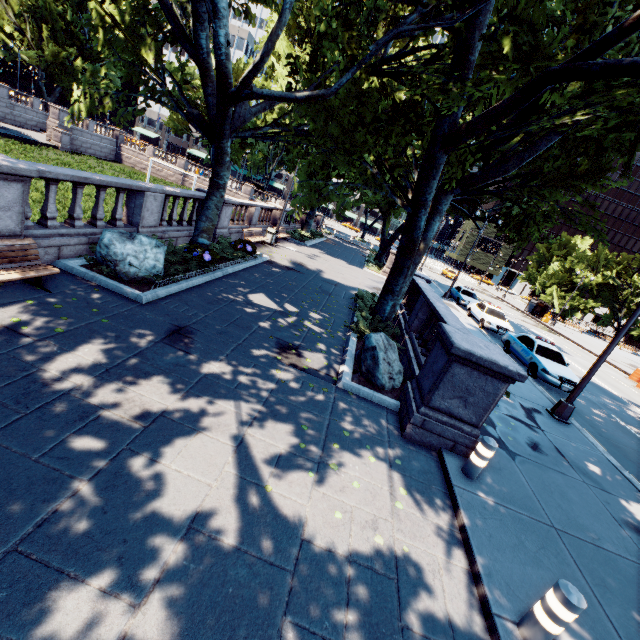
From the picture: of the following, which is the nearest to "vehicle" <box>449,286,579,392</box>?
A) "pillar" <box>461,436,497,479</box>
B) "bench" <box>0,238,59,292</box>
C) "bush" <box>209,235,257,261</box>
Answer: "pillar" <box>461,436,497,479</box>

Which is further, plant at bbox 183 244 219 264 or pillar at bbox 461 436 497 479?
plant at bbox 183 244 219 264

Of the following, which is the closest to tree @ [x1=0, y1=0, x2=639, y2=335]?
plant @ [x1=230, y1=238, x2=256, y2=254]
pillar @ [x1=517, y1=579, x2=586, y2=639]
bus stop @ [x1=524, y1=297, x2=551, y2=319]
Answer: plant @ [x1=230, y1=238, x2=256, y2=254]

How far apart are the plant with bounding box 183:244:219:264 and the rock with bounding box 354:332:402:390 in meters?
5.7

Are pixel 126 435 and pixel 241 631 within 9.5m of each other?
yes

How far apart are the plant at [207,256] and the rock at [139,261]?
1.51m

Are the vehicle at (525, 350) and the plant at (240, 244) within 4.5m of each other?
no

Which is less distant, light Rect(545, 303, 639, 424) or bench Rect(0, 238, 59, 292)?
bench Rect(0, 238, 59, 292)
